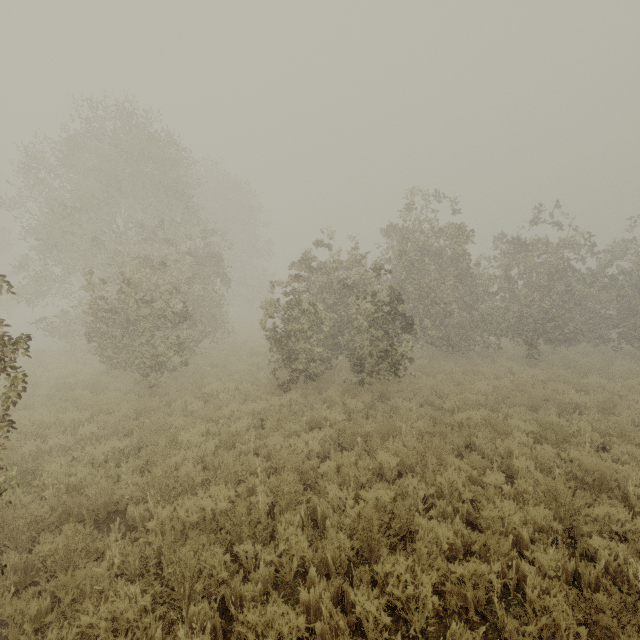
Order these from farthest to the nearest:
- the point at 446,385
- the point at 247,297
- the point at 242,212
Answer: the point at 247,297
the point at 242,212
the point at 446,385
